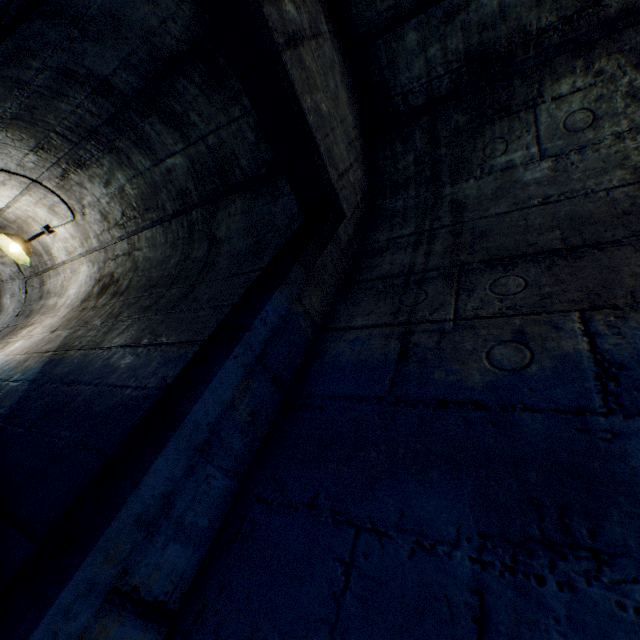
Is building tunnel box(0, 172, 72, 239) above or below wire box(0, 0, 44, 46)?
above

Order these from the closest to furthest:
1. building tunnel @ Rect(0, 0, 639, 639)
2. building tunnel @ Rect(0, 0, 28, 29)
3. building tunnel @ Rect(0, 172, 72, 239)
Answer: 1. building tunnel @ Rect(0, 0, 639, 639)
2. building tunnel @ Rect(0, 0, 28, 29)
3. building tunnel @ Rect(0, 172, 72, 239)

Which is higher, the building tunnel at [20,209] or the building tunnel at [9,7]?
the building tunnel at [20,209]

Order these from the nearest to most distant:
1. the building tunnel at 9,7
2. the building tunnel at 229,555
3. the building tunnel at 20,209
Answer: the building tunnel at 229,555 → the building tunnel at 9,7 → the building tunnel at 20,209

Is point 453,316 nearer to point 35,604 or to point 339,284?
point 339,284

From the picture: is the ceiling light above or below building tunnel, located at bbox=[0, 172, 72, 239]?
below

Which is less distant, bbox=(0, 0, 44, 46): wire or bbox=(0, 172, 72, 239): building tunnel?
bbox=(0, 0, 44, 46): wire
